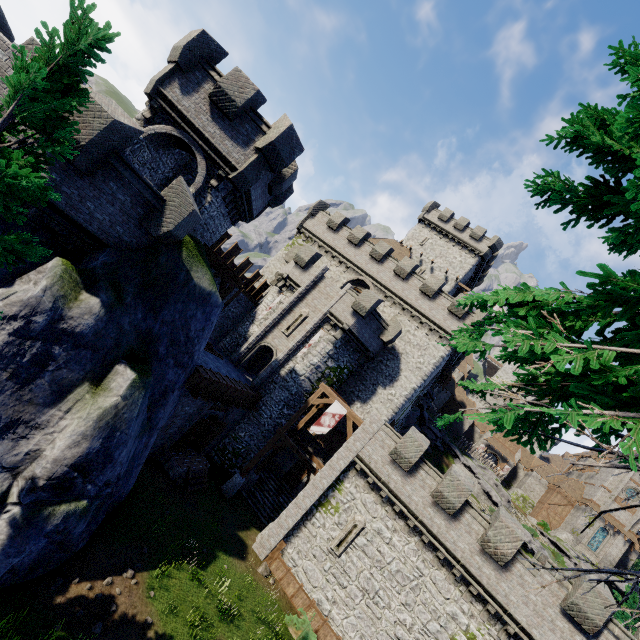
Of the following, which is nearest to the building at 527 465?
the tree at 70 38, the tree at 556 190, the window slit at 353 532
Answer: the window slit at 353 532

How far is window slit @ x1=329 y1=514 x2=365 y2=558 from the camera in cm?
1836

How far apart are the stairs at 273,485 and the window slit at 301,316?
10.61m

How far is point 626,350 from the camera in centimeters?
240cm

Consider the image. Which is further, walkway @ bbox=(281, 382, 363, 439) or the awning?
the awning

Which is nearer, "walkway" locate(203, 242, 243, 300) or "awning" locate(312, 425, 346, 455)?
"walkway" locate(203, 242, 243, 300)

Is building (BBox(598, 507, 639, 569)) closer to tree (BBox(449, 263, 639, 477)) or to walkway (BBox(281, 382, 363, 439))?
walkway (BBox(281, 382, 363, 439))

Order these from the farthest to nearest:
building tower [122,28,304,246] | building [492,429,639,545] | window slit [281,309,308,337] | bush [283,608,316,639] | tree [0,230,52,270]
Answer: building [492,429,639,545]
window slit [281,309,308,337]
bush [283,608,316,639]
building tower [122,28,304,246]
tree [0,230,52,270]
